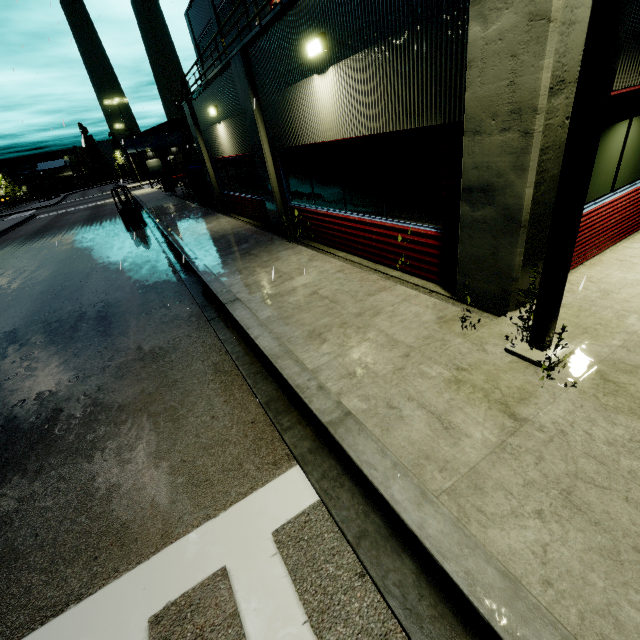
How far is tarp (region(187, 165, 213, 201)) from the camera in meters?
18.3

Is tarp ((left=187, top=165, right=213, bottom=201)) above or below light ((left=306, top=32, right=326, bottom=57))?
below

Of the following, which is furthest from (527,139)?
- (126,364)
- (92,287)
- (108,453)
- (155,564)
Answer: (92,287)

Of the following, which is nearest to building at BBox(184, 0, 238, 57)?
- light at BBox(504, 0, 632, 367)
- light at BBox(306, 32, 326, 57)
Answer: light at BBox(306, 32, 326, 57)

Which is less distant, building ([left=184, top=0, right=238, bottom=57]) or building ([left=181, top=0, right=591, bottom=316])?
building ([left=181, top=0, right=591, bottom=316])

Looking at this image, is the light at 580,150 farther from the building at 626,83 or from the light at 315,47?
the light at 315,47

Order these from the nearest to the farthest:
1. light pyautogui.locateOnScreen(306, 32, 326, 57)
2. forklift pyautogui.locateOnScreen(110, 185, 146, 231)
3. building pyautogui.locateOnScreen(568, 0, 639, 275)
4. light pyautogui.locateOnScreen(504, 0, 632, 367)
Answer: light pyautogui.locateOnScreen(504, 0, 632, 367)
building pyautogui.locateOnScreen(568, 0, 639, 275)
light pyautogui.locateOnScreen(306, 32, 326, 57)
forklift pyautogui.locateOnScreen(110, 185, 146, 231)

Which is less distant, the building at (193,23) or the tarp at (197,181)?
the tarp at (197,181)
